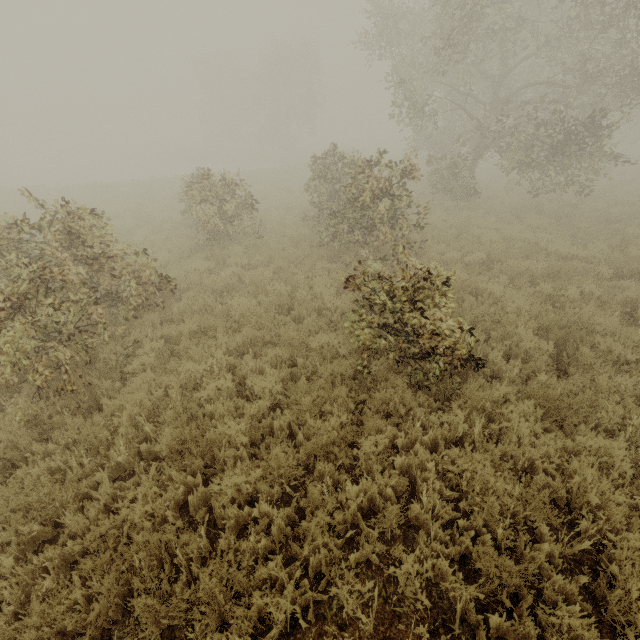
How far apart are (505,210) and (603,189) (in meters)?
7.60
